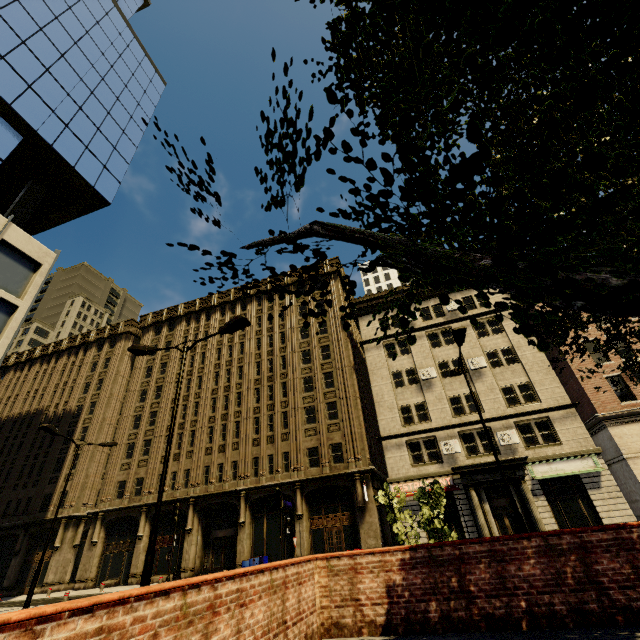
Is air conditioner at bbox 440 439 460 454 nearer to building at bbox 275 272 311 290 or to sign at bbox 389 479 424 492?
building at bbox 275 272 311 290

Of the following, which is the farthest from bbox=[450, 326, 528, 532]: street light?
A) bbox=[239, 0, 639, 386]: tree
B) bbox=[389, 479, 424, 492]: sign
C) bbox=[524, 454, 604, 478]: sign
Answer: bbox=[524, 454, 604, 478]: sign

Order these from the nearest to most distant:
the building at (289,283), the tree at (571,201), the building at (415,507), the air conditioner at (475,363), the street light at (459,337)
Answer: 1. the tree at (571,201)
2. the street light at (459,337)
3. the building at (415,507)
4. the air conditioner at (475,363)
5. the building at (289,283)

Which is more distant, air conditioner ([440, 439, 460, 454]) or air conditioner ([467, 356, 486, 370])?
air conditioner ([467, 356, 486, 370])

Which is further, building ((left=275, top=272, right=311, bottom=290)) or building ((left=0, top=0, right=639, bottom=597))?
building ((left=275, top=272, right=311, bottom=290))

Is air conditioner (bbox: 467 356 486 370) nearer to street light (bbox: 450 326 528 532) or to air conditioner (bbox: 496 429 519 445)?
air conditioner (bbox: 496 429 519 445)

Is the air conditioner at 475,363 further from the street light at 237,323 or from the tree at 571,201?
the street light at 237,323

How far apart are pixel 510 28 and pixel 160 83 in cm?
5129
